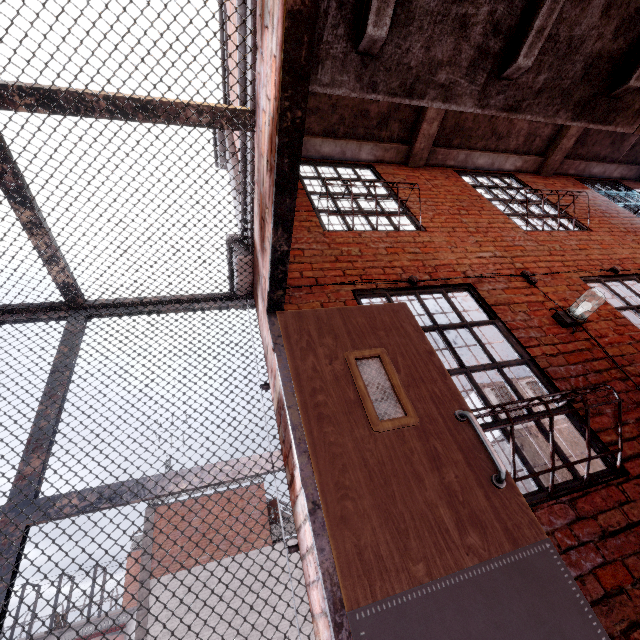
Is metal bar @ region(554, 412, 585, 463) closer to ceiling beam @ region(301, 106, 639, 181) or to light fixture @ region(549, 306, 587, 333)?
light fixture @ region(549, 306, 587, 333)

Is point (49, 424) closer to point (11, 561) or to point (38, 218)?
point (11, 561)

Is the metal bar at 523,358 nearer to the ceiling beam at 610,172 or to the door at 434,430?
the door at 434,430

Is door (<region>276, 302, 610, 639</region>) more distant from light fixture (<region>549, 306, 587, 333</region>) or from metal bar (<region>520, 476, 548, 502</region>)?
light fixture (<region>549, 306, 587, 333</region>)

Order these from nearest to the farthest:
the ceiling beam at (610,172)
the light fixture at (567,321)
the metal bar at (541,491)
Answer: the metal bar at (541,491), the light fixture at (567,321), the ceiling beam at (610,172)

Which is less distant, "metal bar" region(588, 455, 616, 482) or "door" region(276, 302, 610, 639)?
"door" region(276, 302, 610, 639)

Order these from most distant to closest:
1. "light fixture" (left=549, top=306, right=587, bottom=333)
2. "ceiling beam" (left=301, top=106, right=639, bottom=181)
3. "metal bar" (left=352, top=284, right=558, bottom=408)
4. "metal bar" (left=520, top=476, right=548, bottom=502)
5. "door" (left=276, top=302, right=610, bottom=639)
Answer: "ceiling beam" (left=301, top=106, right=639, bottom=181) → "light fixture" (left=549, top=306, right=587, bottom=333) → "metal bar" (left=352, top=284, right=558, bottom=408) → "metal bar" (left=520, top=476, right=548, bottom=502) → "door" (left=276, top=302, right=610, bottom=639)
